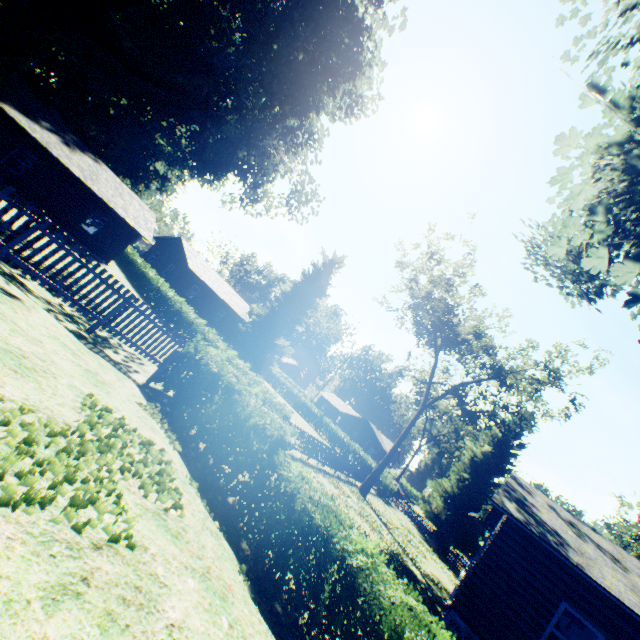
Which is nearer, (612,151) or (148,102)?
(612,151)

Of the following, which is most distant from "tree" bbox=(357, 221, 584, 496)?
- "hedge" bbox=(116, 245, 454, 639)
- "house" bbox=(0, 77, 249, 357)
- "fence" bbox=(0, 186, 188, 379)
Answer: "house" bbox=(0, 77, 249, 357)

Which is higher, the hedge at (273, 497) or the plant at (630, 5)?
the plant at (630, 5)

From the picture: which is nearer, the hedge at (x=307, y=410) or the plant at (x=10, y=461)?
the plant at (x=10, y=461)

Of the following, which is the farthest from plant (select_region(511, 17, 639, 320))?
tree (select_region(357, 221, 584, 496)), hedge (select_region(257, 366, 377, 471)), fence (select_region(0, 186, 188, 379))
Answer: tree (select_region(357, 221, 584, 496))

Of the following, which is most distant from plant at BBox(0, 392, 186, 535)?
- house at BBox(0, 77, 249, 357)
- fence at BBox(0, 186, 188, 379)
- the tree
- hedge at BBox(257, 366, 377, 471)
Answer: the tree

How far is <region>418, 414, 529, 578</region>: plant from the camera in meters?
29.7 m
